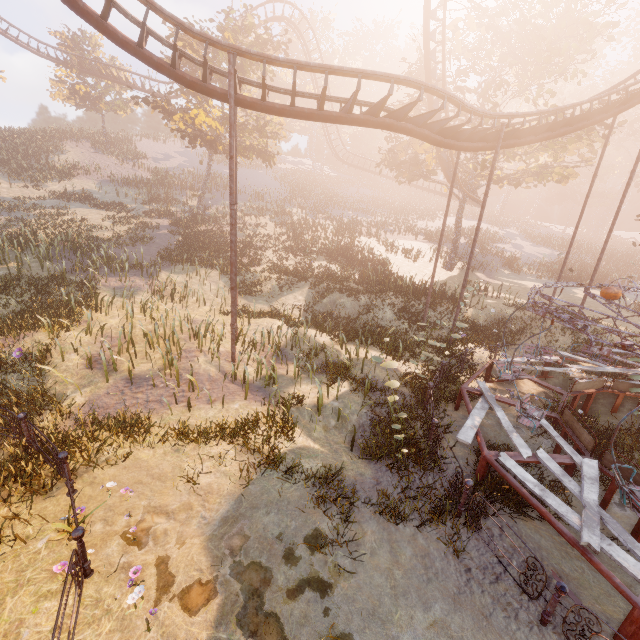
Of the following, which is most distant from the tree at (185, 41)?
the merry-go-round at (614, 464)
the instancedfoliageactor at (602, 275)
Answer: the instancedfoliageactor at (602, 275)

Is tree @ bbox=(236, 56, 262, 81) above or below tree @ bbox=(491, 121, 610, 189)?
above

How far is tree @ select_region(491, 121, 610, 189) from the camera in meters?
21.3

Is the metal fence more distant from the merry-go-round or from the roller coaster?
the roller coaster

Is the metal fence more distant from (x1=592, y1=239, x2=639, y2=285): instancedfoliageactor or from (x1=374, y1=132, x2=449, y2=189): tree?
(x1=592, y1=239, x2=639, y2=285): instancedfoliageactor

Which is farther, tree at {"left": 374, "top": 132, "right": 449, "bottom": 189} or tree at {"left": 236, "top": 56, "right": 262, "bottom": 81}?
tree at {"left": 236, "top": 56, "right": 262, "bottom": 81}

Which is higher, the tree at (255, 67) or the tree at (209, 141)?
the tree at (255, 67)

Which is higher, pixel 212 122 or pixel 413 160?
pixel 212 122
